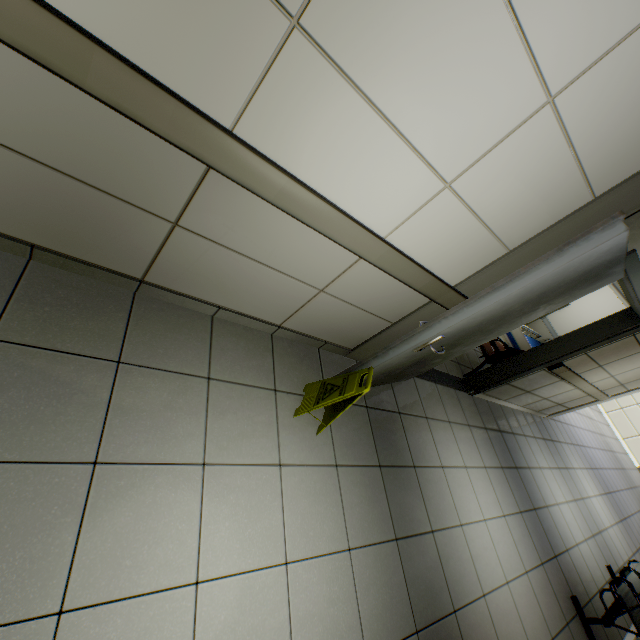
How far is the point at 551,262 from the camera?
1.6m

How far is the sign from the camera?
2.1 meters

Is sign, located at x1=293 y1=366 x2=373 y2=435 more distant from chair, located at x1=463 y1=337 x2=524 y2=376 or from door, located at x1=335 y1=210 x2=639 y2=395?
chair, located at x1=463 y1=337 x2=524 y2=376

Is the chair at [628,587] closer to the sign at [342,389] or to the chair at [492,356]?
the chair at [492,356]

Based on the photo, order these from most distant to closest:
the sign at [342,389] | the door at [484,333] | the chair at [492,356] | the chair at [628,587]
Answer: the chair at [492,356] < the chair at [628,587] < the sign at [342,389] < the door at [484,333]

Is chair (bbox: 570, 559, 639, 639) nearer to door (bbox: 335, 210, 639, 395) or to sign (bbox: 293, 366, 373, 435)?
door (bbox: 335, 210, 639, 395)

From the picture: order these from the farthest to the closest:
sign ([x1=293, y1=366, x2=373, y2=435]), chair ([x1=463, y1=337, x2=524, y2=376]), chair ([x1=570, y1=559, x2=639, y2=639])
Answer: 1. chair ([x1=463, y1=337, x2=524, y2=376])
2. chair ([x1=570, y1=559, x2=639, y2=639])
3. sign ([x1=293, y1=366, x2=373, y2=435])

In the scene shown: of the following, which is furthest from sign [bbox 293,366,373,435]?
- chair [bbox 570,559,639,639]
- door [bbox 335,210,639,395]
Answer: chair [bbox 570,559,639,639]
